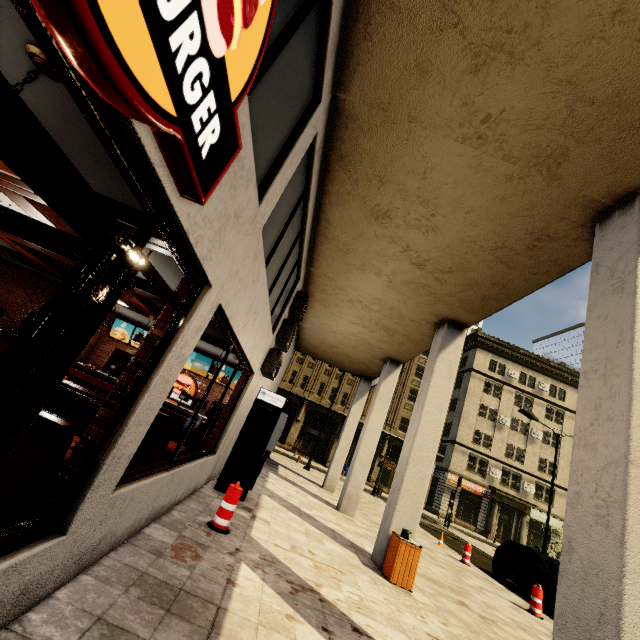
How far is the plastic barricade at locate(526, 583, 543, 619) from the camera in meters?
8.5 m

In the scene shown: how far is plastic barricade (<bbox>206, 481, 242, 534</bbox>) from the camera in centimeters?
507cm

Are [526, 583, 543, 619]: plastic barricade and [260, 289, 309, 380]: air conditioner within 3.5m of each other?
no

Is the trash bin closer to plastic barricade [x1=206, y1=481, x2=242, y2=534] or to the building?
the building

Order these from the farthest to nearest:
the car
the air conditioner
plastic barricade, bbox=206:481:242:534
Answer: the car < the air conditioner < plastic barricade, bbox=206:481:242:534

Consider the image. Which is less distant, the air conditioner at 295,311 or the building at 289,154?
the building at 289,154

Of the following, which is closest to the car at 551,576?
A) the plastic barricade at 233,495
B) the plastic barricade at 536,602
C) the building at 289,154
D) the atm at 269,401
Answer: the plastic barricade at 536,602

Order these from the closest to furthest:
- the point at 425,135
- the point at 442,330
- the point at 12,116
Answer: the point at 12,116
the point at 425,135
the point at 442,330
